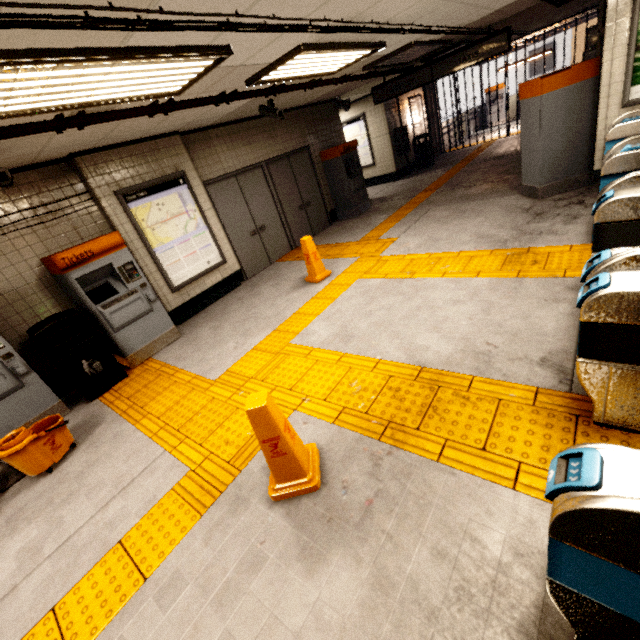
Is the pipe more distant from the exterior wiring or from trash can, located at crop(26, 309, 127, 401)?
trash can, located at crop(26, 309, 127, 401)

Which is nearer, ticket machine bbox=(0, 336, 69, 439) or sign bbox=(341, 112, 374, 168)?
ticket machine bbox=(0, 336, 69, 439)

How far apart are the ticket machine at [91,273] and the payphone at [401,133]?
10.4m

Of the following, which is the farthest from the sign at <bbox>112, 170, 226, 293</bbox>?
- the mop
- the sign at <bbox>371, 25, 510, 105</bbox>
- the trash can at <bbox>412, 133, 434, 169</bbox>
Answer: the trash can at <bbox>412, 133, 434, 169</bbox>

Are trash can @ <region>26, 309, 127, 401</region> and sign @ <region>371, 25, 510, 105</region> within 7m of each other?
no

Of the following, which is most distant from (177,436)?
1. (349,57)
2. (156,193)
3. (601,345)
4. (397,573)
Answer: (349,57)

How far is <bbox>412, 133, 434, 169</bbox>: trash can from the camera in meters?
12.2 m

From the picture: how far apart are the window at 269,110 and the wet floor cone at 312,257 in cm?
233
